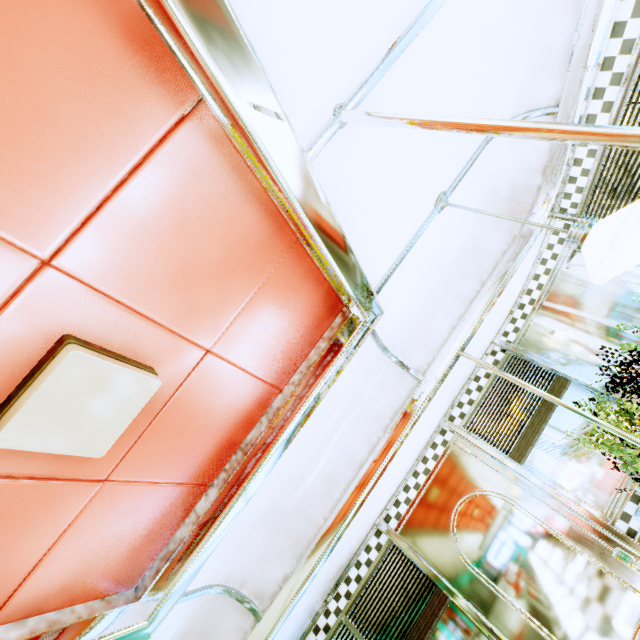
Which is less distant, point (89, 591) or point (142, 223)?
point (142, 223)

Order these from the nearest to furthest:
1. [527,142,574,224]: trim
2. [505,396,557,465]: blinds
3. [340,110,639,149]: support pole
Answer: [340,110,639,149]: support pole, [527,142,574,224]: trim, [505,396,557,465]: blinds

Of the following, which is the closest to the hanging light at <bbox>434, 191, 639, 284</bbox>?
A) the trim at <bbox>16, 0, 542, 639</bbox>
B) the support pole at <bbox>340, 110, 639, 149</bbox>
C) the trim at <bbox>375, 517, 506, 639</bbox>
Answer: the trim at <bbox>16, 0, 542, 639</bbox>

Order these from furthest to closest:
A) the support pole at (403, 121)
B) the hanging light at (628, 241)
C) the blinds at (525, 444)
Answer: → the blinds at (525, 444) < the hanging light at (628, 241) < the support pole at (403, 121)

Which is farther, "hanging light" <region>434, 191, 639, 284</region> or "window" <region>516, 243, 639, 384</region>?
"window" <region>516, 243, 639, 384</region>

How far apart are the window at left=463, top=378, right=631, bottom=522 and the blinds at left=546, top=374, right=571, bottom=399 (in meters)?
0.04

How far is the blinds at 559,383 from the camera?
3.0 meters
